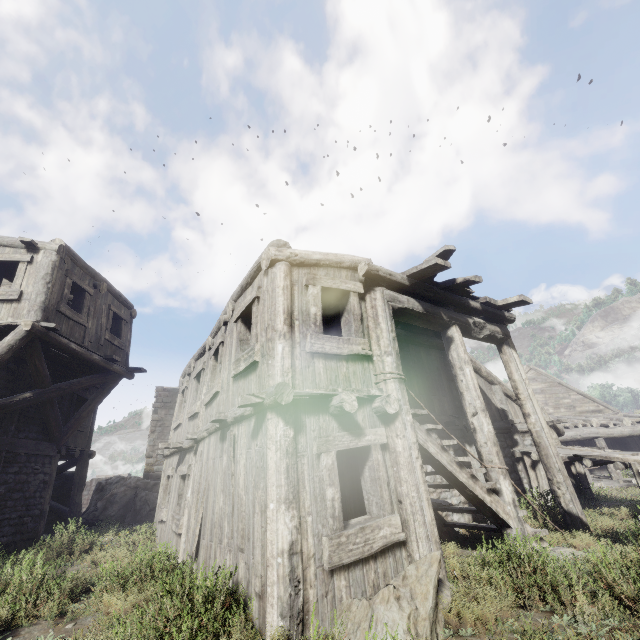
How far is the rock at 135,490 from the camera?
15.0m

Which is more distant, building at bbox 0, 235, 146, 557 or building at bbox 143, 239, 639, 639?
building at bbox 0, 235, 146, 557

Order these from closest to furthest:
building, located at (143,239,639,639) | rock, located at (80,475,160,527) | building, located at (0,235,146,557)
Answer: building, located at (143,239,639,639), building, located at (0,235,146,557), rock, located at (80,475,160,527)

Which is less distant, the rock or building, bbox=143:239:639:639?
building, bbox=143:239:639:639

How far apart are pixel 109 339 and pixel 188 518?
7.9m

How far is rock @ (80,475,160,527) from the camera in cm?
1495

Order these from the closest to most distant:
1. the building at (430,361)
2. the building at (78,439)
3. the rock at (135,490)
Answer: the building at (430,361) → the building at (78,439) → the rock at (135,490)
